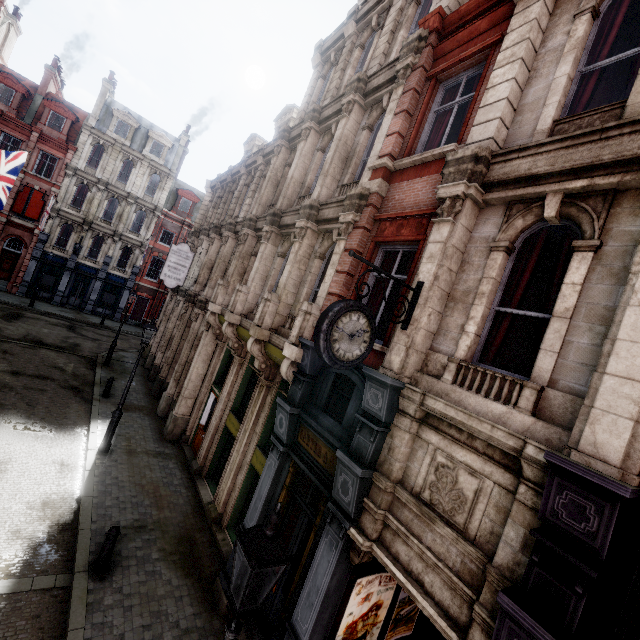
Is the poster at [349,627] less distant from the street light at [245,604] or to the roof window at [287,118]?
the street light at [245,604]

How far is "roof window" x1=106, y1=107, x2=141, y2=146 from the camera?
30.6 meters

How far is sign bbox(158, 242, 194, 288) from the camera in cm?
1677

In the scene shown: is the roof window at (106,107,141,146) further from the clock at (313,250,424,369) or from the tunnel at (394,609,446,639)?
the tunnel at (394,609,446,639)

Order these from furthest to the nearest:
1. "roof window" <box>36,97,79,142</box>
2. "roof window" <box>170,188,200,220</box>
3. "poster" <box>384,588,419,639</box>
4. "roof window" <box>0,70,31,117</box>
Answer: "roof window" <box>170,188,200,220</box>
"roof window" <box>36,97,79,142</box>
"roof window" <box>0,70,31,117</box>
"poster" <box>384,588,419,639</box>

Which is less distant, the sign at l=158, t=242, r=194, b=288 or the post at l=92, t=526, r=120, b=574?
the post at l=92, t=526, r=120, b=574

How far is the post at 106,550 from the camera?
6.9m

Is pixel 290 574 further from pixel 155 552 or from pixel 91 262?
pixel 91 262
